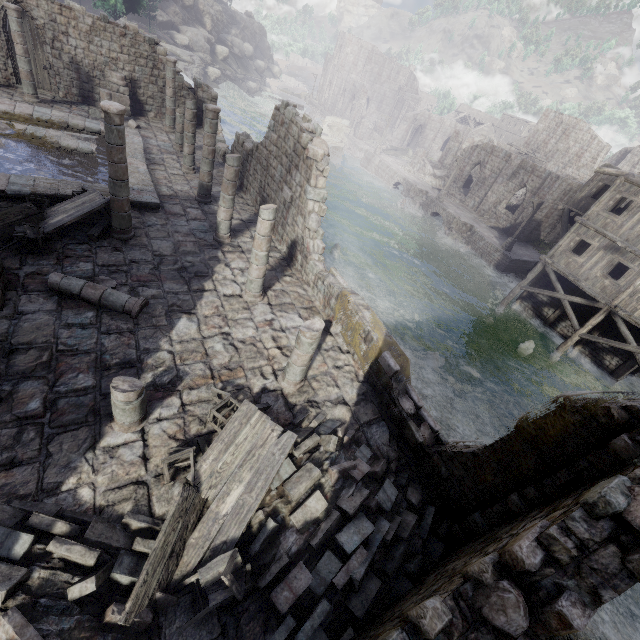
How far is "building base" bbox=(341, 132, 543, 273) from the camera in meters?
29.6 m

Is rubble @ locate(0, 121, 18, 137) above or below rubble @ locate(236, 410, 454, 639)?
below

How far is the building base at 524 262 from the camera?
29.61m

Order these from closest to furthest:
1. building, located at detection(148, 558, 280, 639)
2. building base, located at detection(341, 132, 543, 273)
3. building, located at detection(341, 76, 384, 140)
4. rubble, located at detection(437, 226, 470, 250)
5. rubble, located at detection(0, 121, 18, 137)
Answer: building, located at detection(148, 558, 280, 639), rubble, located at detection(0, 121, 18, 137), building base, located at detection(341, 132, 543, 273), rubble, located at detection(437, 226, 470, 250), building, located at detection(341, 76, 384, 140)

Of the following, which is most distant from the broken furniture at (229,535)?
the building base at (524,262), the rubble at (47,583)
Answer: the building base at (524,262)

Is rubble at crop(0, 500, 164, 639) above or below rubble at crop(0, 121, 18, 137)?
above

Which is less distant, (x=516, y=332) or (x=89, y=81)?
(x=89, y=81)

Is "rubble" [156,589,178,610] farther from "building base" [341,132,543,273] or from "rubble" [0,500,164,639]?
"building base" [341,132,543,273]
